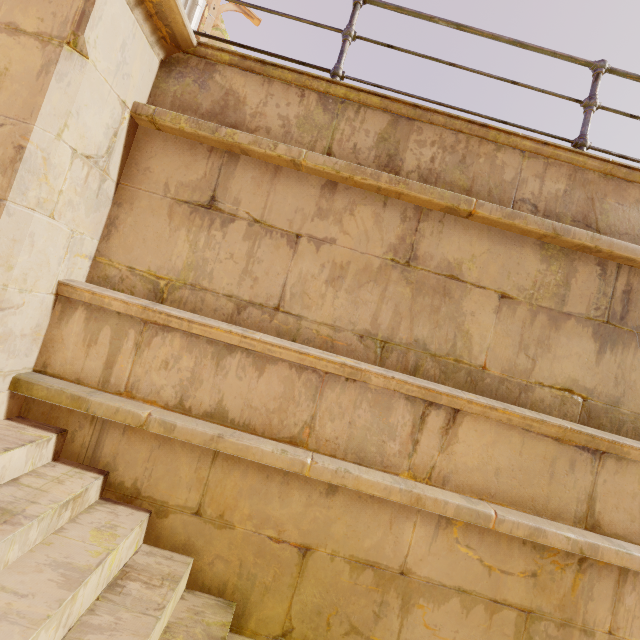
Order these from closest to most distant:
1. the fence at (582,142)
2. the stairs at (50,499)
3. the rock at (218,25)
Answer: the stairs at (50,499) → the fence at (582,142) → the rock at (218,25)

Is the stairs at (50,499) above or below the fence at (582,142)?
below

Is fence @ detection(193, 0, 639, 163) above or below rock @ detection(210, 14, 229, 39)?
below

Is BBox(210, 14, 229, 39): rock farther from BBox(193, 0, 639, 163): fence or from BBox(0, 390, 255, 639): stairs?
BBox(0, 390, 255, 639): stairs

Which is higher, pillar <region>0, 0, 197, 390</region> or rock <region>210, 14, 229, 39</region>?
rock <region>210, 14, 229, 39</region>

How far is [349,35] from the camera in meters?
2.7 m

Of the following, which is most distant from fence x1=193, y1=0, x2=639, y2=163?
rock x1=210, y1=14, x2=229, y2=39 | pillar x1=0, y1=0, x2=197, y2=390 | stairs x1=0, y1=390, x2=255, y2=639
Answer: rock x1=210, y1=14, x2=229, y2=39
